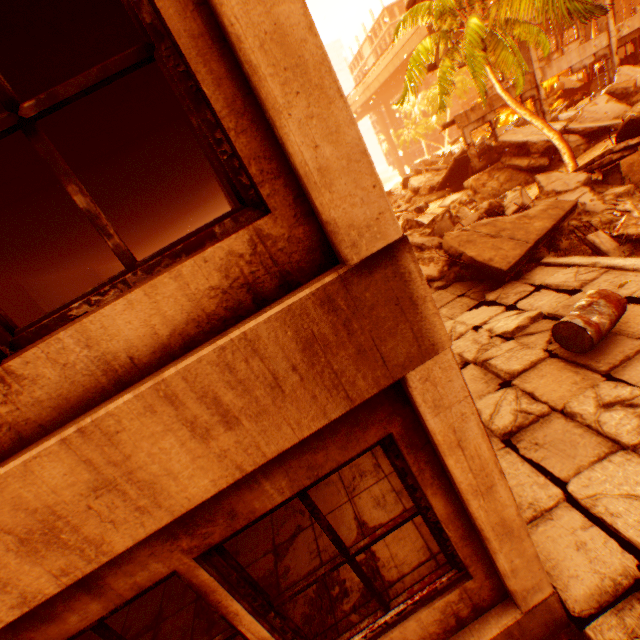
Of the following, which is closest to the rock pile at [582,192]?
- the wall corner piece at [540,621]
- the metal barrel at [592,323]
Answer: the wall corner piece at [540,621]

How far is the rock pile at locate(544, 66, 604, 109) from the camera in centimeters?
2184cm

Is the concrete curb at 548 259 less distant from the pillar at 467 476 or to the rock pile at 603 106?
the rock pile at 603 106

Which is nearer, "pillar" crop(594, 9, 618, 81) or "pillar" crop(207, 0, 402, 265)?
"pillar" crop(207, 0, 402, 265)

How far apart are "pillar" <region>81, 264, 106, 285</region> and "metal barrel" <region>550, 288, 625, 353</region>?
16.2m

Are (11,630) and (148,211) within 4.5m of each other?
no

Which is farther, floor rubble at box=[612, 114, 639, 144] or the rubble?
floor rubble at box=[612, 114, 639, 144]

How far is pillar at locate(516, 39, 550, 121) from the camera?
16.8m
